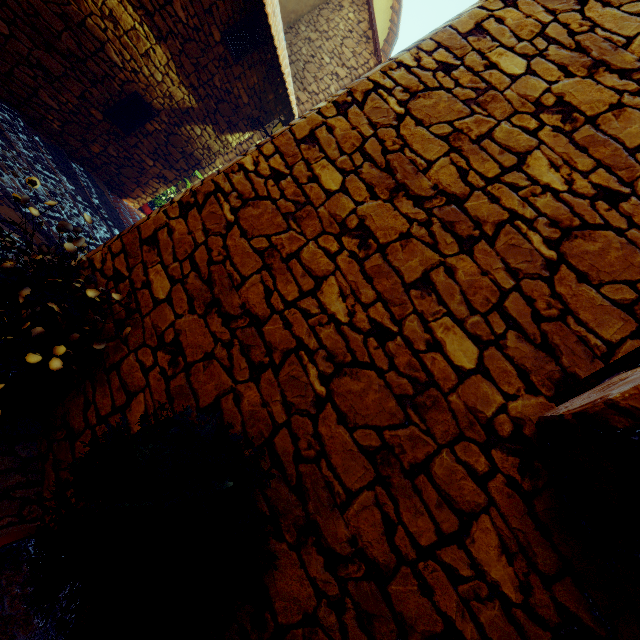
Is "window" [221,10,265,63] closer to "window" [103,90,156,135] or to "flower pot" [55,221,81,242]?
"window" [103,90,156,135]

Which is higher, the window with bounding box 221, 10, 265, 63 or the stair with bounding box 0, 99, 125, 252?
the window with bounding box 221, 10, 265, 63

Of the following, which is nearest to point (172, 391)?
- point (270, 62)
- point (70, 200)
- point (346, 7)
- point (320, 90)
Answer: point (70, 200)

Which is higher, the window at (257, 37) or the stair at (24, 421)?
the window at (257, 37)

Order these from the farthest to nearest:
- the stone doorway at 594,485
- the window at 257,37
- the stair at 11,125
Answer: the window at 257,37, the stair at 11,125, the stone doorway at 594,485

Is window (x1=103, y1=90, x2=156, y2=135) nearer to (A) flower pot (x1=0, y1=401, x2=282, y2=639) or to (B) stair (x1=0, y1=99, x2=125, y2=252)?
(B) stair (x1=0, y1=99, x2=125, y2=252)

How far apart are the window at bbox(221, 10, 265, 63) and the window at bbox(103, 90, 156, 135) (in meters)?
1.75

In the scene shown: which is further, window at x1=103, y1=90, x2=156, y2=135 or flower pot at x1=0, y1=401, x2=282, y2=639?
window at x1=103, y1=90, x2=156, y2=135
